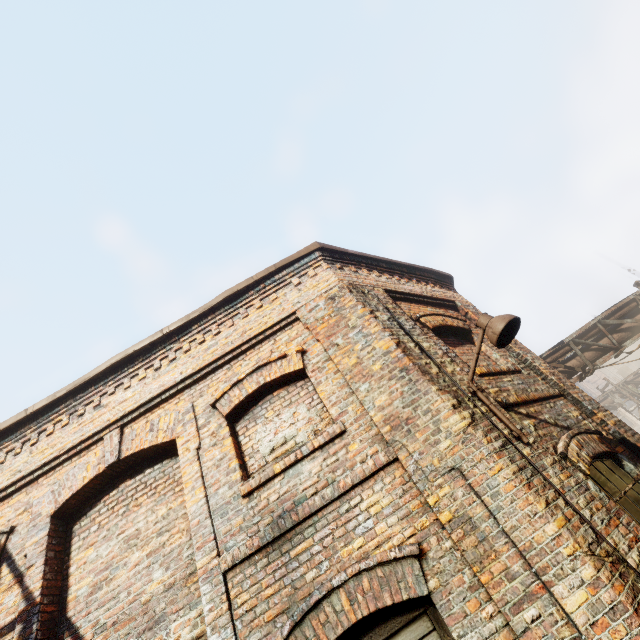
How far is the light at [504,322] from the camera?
3.59m

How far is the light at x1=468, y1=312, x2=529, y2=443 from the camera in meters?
3.6 m

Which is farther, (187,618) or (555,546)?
(187,618)

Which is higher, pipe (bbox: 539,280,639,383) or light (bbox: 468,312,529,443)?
pipe (bbox: 539,280,639,383)

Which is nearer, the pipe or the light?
the light

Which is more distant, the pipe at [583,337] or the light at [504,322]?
the pipe at [583,337]
